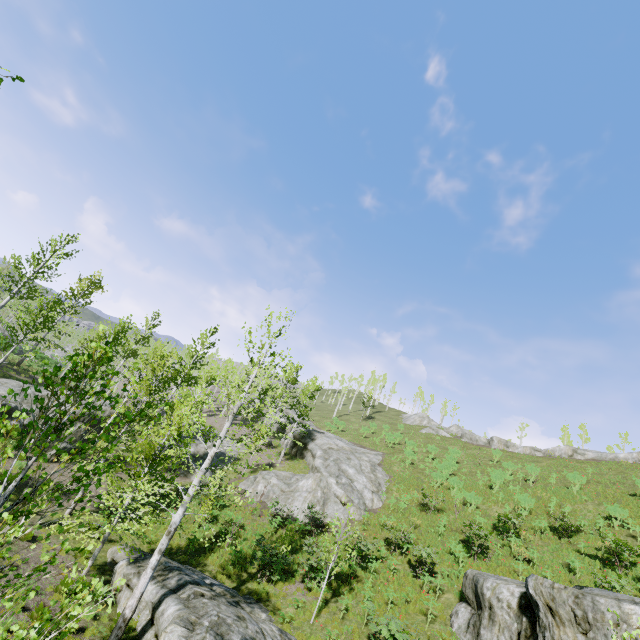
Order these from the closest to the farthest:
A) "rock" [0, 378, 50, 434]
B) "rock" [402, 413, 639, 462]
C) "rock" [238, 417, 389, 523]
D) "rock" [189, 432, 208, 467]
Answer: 1. "rock" [0, 378, 50, 434]
2. "rock" [238, 417, 389, 523]
3. "rock" [189, 432, 208, 467]
4. "rock" [402, 413, 639, 462]

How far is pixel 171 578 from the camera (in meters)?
12.18

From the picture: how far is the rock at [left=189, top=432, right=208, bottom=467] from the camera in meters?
27.7 m

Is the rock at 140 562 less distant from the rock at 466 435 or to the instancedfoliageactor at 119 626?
the instancedfoliageactor at 119 626

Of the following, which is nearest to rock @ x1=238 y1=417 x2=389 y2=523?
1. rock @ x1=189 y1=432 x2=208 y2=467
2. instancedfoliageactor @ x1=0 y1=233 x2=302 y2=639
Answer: rock @ x1=189 y1=432 x2=208 y2=467

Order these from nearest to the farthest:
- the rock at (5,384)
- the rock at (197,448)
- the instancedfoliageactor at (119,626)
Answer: the instancedfoliageactor at (119,626) < the rock at (5,384) < the rock at (197,448)

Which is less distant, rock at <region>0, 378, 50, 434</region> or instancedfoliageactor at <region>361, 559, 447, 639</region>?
instancedfoliageactor at <region>361, 559, 447, 639</region>

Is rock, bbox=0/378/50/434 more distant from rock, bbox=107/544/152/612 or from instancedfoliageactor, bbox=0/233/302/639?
rock, bbox=107/544/152/612
